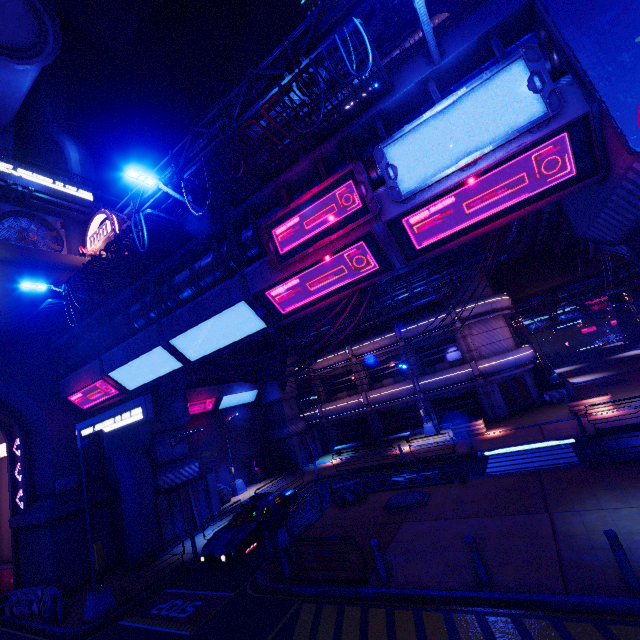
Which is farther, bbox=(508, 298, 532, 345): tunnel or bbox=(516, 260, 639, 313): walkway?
bbox=(508, 298, 532, 345): tunnel

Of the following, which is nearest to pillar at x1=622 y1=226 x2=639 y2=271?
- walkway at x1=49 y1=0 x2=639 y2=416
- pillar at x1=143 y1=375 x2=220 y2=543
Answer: walkway at x1=49 y1=0 x2=639 y2=416

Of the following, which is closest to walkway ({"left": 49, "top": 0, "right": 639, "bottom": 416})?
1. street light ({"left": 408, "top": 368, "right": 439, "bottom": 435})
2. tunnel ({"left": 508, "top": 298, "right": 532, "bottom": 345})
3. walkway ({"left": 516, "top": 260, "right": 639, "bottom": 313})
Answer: walkway ({"left": 516, "top": 260, "right": 639, "bottom": 313})

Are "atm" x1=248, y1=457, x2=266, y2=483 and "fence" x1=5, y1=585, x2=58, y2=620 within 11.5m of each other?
no

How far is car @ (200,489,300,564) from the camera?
13.22m

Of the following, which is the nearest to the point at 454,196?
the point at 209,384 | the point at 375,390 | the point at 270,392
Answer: the point at 375,390

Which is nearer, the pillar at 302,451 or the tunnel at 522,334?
the pillar at 302,451

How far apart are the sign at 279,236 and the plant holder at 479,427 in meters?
19.1
